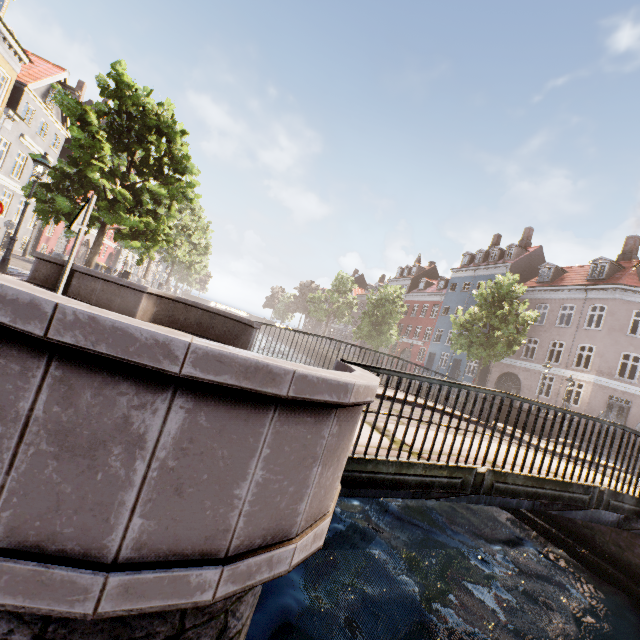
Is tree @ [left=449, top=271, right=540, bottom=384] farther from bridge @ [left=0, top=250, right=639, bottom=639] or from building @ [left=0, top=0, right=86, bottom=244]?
building @ [left=0, top=0, right=86, bottom=244]

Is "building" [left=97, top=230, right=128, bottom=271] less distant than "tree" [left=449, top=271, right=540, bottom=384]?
No

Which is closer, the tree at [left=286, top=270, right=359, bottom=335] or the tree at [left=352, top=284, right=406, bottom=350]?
the tree at [left=352, top=284, right=406, bottom=350]

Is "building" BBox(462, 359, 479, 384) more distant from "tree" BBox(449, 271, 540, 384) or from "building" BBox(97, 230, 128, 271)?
"building" BBox(97, 230, 128, 271)

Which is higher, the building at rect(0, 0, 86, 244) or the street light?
the building at rect(0, 0, 86, 244)

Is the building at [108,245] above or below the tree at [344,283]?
below

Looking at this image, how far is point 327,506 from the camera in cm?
211

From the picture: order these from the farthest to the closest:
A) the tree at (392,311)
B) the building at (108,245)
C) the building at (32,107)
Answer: the building at (108,245) < the tree at (392,311) < the building at (32,107)
